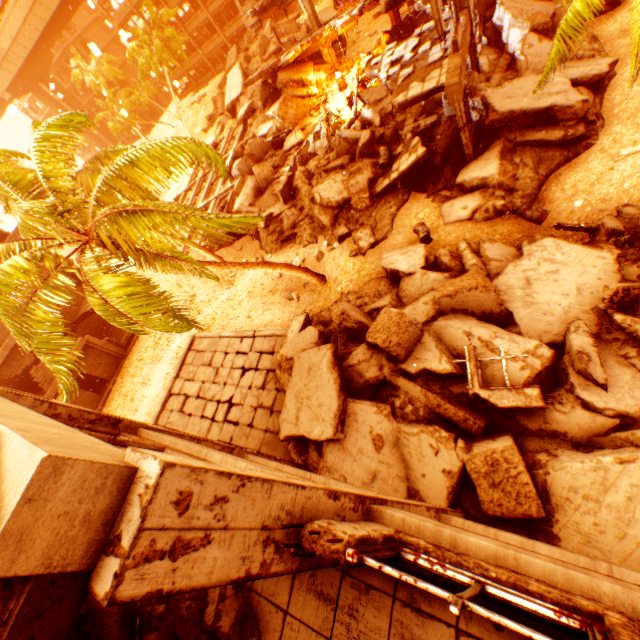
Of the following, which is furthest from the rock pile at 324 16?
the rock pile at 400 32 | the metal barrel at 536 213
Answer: the metal barrel at 536 213

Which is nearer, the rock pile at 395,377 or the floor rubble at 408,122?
the rock pile at 395,377

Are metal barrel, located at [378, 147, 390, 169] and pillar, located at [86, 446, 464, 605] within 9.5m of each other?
no

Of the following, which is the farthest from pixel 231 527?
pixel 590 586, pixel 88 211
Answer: pixel 88 211

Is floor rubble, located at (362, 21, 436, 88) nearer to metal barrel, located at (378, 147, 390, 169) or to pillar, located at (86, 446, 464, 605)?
metal barrel, located at (378, 147, 390, 169)

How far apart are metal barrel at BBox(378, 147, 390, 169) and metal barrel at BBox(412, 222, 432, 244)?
3.9m

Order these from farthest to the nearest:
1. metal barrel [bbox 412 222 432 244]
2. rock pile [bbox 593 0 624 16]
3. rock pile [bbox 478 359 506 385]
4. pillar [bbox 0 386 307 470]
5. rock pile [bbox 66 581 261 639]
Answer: rock pile [bbox 593 0 624 16] < metal barrel [bbox 412 222 432 244] < rock pile [bbox 478 359 506 385] < pillar [bbox 0 386 307 470] < rock pile [bbox 66 581 261 639]

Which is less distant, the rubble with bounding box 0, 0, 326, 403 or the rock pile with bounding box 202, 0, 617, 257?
the rubble with bounding box 0, 0, 326, 403
